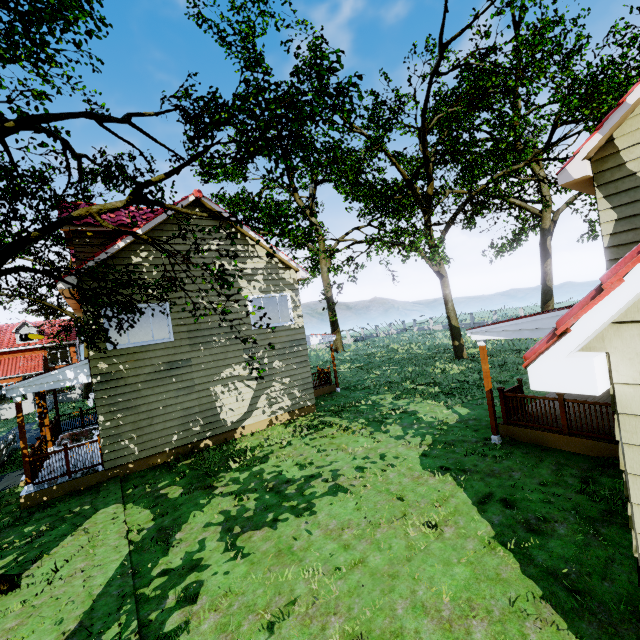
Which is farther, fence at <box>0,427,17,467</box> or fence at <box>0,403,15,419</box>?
fence at <box>0,403,15,419</box>

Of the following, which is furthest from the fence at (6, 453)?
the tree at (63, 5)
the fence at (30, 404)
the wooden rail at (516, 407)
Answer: the fence at (30, 404)

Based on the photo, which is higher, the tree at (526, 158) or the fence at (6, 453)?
the tree at (526, 158)

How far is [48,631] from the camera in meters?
4.8

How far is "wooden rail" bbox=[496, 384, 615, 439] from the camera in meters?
7.3

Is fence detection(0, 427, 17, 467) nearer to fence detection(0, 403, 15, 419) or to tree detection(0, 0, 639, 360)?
tree detection(0, 0, 639, 360)

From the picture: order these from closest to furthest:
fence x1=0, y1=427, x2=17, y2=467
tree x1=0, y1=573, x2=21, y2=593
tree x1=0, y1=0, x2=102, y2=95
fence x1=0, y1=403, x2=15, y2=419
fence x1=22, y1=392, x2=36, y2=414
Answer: tree x1=0, y1=0, x2=102, y2=95 → tree x1=0, y1=573, x2=21, y2=593 → fence x1=0, y1=427, x2=17, y2=467 → fence x1=0, y1=403, x2=15, y2=419 → fence x1=22, y1=392, x2=36, y2=414

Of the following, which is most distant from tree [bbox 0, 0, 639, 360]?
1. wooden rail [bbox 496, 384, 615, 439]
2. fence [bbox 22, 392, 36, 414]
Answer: wooden rail [bbox 496, 384, 615, 439]
